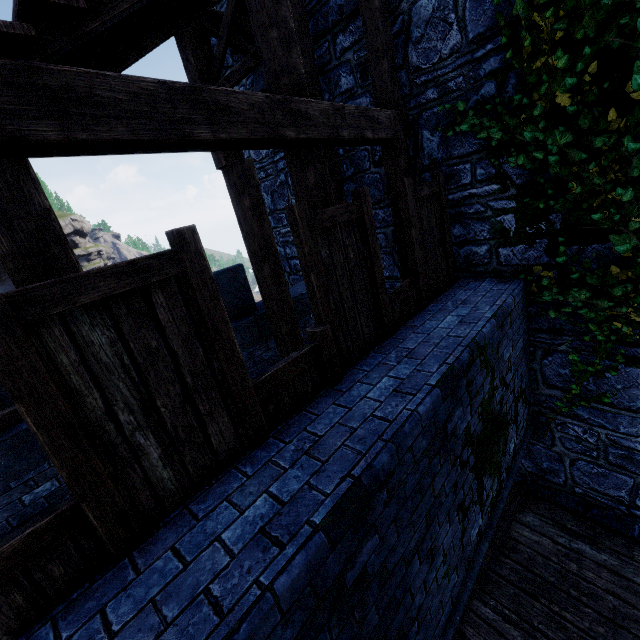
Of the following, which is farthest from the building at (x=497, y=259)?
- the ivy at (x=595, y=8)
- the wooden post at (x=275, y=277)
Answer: the wooden post at (x=275, y=277)

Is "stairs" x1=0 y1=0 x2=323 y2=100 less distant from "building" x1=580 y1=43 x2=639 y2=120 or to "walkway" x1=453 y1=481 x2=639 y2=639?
"building" x1=580 y1=43 x2=639 y2=120

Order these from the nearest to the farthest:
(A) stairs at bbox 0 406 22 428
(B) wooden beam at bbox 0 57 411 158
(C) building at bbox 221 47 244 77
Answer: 1. (B) wooden beam at bbox 0 57 411 158
2. (A) stairs at bbox 0 406 22 428
3. (C) building at bbox 221 47 244 77

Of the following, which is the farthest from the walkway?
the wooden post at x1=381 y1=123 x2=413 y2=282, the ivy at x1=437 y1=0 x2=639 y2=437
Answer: the wooden post at x1=381 y1=123 x2=413 y2=282

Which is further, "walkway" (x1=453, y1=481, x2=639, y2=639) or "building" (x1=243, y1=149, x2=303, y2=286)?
"building" (x1=243, y1=149, x2=303, y2=286)

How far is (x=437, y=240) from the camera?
4.7 meters

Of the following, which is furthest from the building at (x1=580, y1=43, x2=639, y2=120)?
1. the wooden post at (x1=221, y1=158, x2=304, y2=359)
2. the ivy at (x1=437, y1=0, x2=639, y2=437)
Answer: the wooden post at (x1=221, y1=158, x2=304, y2=359)

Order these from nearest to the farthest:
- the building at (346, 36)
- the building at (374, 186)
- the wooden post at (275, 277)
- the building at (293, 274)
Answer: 1. the wooden post at (275, 277)
2. the building at (346, 36)
3. the building at (374, 186)
4. the building at (293, 274)
